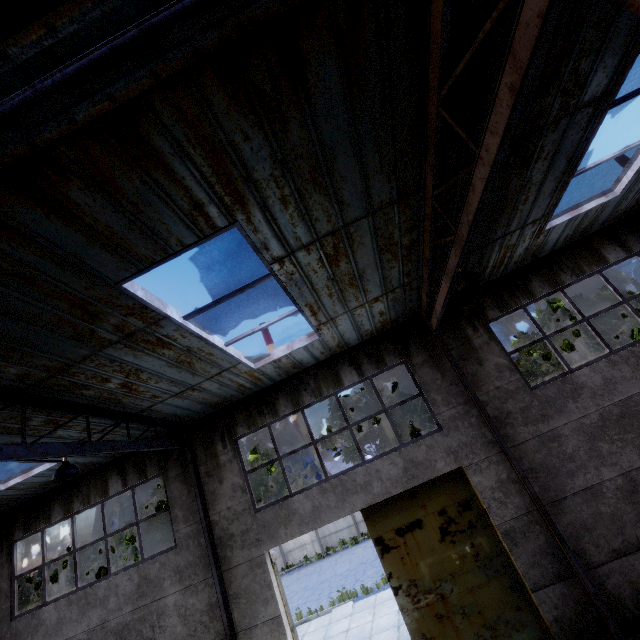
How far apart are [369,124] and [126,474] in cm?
1146

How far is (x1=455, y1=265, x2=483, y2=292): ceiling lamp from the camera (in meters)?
5.19

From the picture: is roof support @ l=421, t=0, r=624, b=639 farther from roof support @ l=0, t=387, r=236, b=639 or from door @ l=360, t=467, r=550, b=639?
roof support @ l=0, t=387, r=236, b=639

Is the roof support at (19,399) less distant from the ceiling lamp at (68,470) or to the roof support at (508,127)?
the ceiling lamp at (68,470)

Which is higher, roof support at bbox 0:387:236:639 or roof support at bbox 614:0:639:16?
roof support at bbox 0:387:236:639

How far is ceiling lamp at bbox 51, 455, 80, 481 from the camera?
5.7m

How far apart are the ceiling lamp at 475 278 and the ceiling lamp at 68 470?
7.6m

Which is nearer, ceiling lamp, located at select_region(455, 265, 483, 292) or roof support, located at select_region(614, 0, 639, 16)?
roof support, located at select_region(614, 0, 639, 16)
